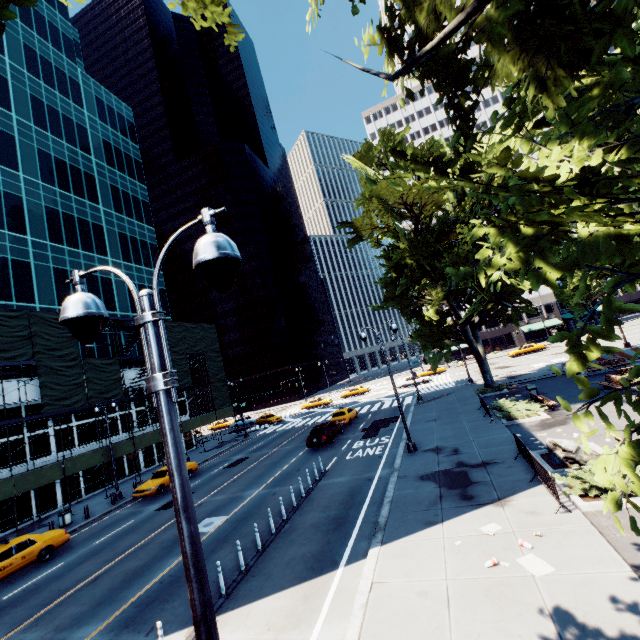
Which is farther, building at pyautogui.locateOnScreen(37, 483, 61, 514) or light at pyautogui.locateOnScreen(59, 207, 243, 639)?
building at pyautogui.locateOnScreen(37, 483, 61, 514)

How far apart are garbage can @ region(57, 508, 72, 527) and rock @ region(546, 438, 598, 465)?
28.0 meters

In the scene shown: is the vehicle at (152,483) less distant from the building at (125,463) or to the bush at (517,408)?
the building at (125,463)

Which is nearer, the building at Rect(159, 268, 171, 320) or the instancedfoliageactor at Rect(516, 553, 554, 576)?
the instancedfoliageactor at Rect(516, 553, 554, 576)

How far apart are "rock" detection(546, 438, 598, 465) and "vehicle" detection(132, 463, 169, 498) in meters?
24.3

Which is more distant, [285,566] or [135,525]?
[135,525]

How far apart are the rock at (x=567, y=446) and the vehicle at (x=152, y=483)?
24.29m

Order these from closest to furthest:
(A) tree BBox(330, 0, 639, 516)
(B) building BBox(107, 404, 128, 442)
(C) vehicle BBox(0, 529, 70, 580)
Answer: (A) tree BBox(330, 0, 639, 516)
(C) vehicle BBox(0, 529, 70, 580)
(B) building BBox(107, 404, 128, 442)
